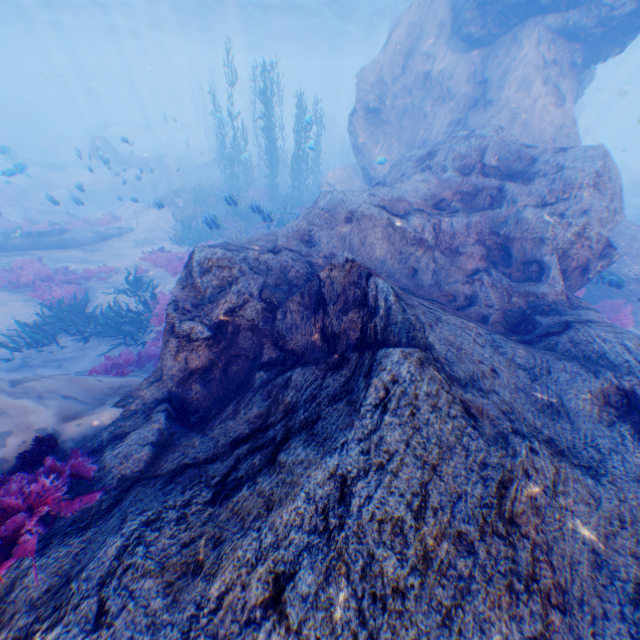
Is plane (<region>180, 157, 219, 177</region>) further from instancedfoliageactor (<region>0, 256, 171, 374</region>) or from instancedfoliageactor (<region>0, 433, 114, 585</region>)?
instancedfoliageactor (<region>0, 433, 114, 585</region>)

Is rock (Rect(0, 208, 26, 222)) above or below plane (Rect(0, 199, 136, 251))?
below

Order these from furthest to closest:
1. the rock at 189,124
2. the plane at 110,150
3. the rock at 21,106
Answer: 1. the rock at 189,124
2. the rock at 21,106
3. the plane at 110,150

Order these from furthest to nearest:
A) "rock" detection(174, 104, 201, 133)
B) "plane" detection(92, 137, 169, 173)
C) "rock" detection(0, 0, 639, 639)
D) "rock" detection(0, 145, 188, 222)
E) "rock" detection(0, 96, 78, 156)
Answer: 1. "rock" detection(174, 104, 201, 133)
2. "rock" detection(0, 96, 78, 156)
3. "plane" detection(92, 137, 169, 173)
4. "rock" detection(0, 145, 188, 222)
5. "rock" detection(0, 0, 639, 639)

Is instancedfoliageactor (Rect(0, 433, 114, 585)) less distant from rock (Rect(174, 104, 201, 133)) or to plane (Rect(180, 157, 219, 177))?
rock (Rect(174, 104, 201, 133))

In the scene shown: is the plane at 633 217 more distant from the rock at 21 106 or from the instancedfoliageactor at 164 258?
the instancedfoliageactor at 164 258

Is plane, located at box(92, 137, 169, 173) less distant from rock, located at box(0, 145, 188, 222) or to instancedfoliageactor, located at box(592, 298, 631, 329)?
rock, located at box(0, 145, 188, 222)

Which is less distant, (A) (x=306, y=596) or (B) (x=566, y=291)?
(A) (x=306, y=596)
